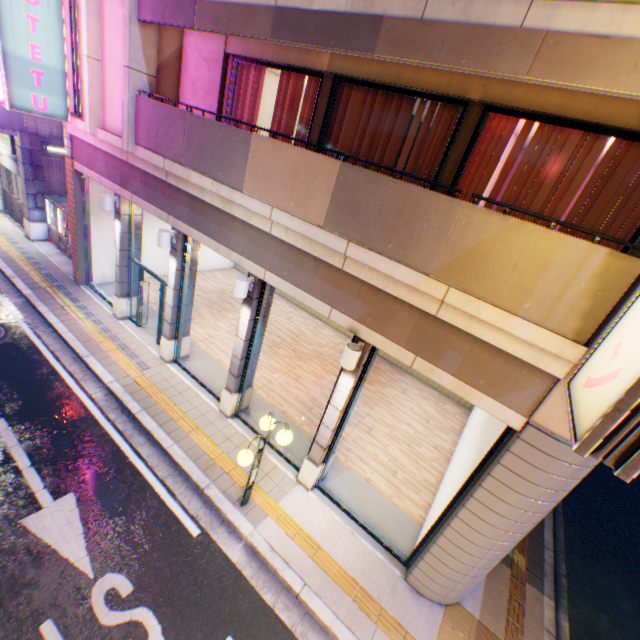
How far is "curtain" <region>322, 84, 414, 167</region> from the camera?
6.04m

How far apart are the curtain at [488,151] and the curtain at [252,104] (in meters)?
5.11

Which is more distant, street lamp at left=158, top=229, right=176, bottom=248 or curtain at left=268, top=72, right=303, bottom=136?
street lamp at left=158, top=229, right=176, bottom=248

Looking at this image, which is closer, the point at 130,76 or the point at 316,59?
the point at 316,59

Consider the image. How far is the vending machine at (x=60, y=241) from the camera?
13.2 meters

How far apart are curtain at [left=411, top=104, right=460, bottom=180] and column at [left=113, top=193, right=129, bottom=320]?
8.0m

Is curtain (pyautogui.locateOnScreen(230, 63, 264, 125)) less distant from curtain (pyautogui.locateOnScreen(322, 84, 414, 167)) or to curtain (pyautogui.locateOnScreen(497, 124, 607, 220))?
curtain (pyautogui.locateOnScreen(322, 84, 414, 167))

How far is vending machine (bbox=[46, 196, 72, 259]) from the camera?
13.2m
